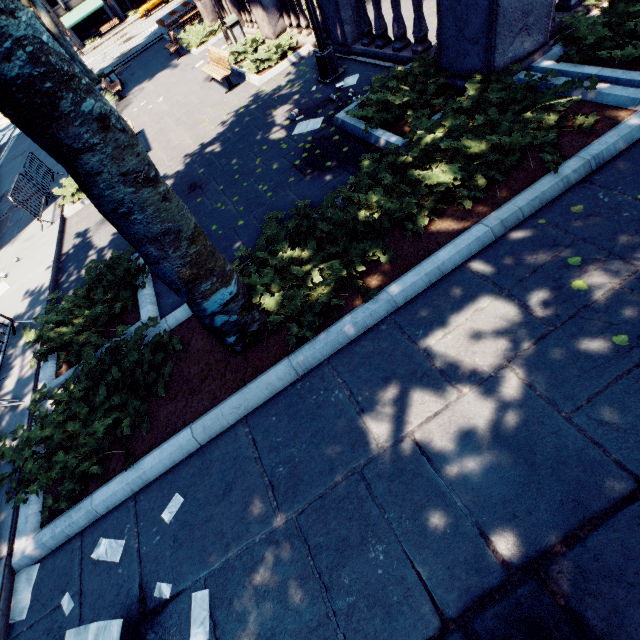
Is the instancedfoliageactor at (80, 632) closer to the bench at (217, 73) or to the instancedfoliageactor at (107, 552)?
the instancedfoliageactor at (107, 552)

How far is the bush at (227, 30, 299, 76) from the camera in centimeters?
1050cm

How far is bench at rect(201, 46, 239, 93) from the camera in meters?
10.7 m

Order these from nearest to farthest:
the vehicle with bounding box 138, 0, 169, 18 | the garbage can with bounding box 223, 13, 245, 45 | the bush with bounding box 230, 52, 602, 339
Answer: the bush with bounding box 230, 52, 602, 339 < the garbage can with bounding box 223, 13, 245, 45 < the vehicle with bounding box 138, 0, 169, 18

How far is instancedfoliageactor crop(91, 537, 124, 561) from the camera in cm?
351

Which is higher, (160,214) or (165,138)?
(160,214)

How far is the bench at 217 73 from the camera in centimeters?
1068cm

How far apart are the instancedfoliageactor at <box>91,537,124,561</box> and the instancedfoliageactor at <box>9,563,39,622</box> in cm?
80
